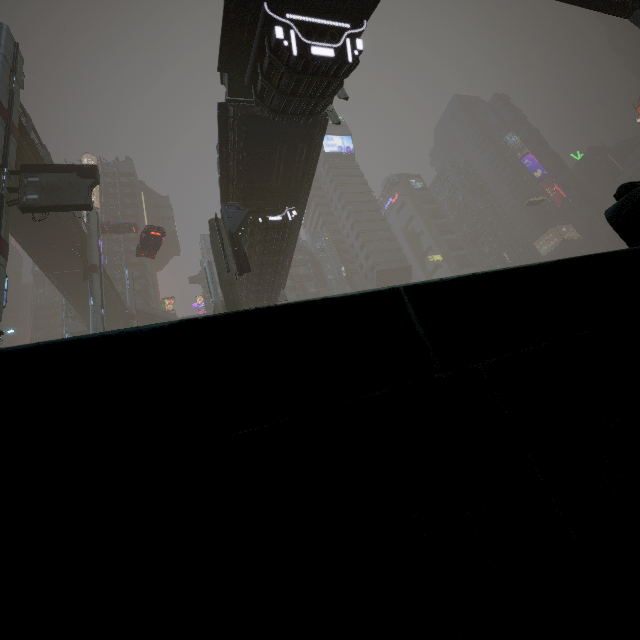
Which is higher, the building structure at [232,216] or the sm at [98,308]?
the sm at [98,308]

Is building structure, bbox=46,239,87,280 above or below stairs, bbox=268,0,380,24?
above

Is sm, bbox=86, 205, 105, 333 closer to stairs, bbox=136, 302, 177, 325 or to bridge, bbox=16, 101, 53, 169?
bridge, bbox=16, 101, 53, 169

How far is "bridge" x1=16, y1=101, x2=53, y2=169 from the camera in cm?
2405

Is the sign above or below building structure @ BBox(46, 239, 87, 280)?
below

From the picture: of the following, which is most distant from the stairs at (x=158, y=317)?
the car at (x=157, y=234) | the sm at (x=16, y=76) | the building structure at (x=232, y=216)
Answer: the building structure at (x=232, y=216)

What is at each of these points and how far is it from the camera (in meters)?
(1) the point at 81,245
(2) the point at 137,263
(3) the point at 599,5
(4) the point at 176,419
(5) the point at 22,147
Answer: (1) building structure, 32.75
(2) building, 59.69
(3) bridge, 13.70
(4) building, 0.77
(5) bridge, 24.48

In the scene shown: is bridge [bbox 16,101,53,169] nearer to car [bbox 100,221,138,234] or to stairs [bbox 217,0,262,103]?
car [bbox 100,221,138,234]
